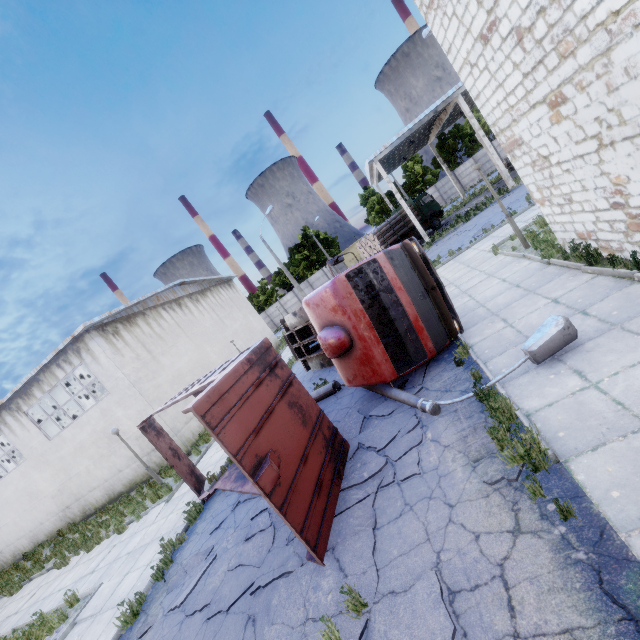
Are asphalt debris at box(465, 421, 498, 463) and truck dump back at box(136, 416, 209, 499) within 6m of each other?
no

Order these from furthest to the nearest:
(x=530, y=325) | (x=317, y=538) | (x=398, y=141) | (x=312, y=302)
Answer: (x=398, y=141) → (x=312, y=302) → (x=530, y=325) → (x=317, y=538)

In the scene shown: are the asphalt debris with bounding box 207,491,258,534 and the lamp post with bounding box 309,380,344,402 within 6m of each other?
yes

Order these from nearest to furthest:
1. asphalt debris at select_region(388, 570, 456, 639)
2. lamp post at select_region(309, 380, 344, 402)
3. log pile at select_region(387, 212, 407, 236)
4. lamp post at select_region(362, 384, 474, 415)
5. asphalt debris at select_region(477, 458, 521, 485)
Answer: asphalt debris at select_region(388, 570, 456, 639)
asphalt debris at select_region(477, 458, 521, 485)
lamp post at select_region(362, 384, 474, 415)
lamp post at select_region(309, 380, 344, 402)
log pile at select_region(387, 212, 407, 236)

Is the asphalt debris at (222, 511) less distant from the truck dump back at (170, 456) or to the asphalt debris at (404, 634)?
the truck dump back at (170, 456)

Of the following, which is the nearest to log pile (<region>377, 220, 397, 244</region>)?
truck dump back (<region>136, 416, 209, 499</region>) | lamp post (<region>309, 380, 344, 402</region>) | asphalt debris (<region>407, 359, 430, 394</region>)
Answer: lamp post (<region>309, 380, 344, 402</region>)

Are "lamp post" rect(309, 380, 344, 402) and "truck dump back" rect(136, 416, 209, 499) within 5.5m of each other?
yes

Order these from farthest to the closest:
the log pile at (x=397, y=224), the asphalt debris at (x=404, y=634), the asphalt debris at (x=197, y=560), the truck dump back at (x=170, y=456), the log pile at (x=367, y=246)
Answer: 1. the log pile at (x=397, y=224)
2. the log pile at (x=367, y=246)
3. the truck dump back at (x=170, y=456)
4. the asphalt debris at (x=197, y=560)
5. the asphalt debris at (x=404, y=634)
